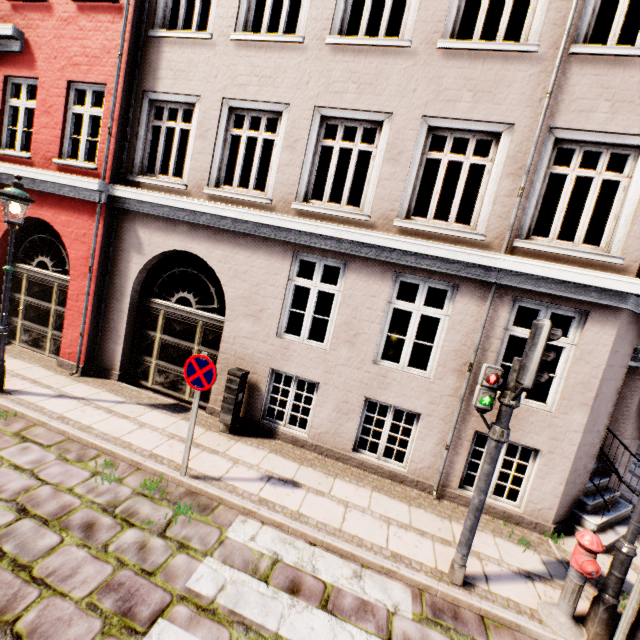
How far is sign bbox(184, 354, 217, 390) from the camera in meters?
4.6

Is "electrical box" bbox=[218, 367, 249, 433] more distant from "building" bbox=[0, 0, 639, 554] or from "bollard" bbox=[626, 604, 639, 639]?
"bollard" bbox=[626, 604, 639, 639]

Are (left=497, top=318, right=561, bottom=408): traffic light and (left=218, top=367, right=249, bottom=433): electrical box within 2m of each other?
no

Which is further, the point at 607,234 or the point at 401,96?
the point at 401,96

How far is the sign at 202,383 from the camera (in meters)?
4.63

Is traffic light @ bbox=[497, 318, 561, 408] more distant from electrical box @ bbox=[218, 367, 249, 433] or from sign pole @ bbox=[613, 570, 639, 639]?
electrical box @ bbox=[218, 367, 249, 433]

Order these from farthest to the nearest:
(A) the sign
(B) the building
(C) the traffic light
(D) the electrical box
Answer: (D) the electrical box → (B) the building → (A) the sign → (C) the traffic light

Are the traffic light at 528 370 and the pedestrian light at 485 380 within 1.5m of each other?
yes
